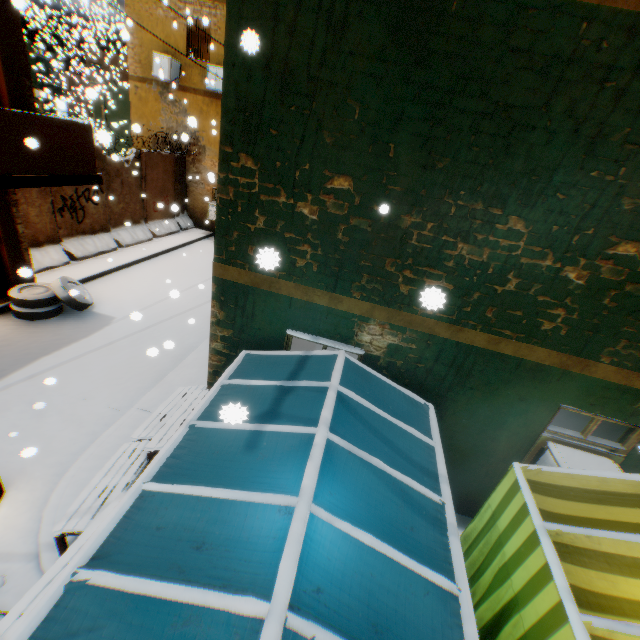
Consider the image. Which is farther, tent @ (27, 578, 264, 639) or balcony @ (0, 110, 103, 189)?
balcony @ (0, 110, 103, 189)

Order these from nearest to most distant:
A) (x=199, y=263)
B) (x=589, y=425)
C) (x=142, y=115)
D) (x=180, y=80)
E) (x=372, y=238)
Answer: (x=372, y=238) < (x=589, y=425) < (x=199, y=263) < (x=180, y=80) < (x=142, y=115)

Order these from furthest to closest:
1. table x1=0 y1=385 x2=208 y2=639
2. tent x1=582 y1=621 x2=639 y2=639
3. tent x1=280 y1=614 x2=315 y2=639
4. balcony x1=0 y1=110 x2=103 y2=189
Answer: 1. balcony x1=0 y1=110 x2=103 y2=189
2. table x1=0 y1=385 x2=208 y2=639
3. tent x1=582 y1=621 x2=639 y2=639
4. tent x1=280 y1=614 x2=315 y2=639

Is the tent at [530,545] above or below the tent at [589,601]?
below

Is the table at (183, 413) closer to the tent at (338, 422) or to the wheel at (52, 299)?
the tent at (338, 422)

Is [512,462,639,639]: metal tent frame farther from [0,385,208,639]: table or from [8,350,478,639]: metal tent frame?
[0,385,208,639]: table

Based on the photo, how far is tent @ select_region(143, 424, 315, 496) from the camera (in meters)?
2.47
